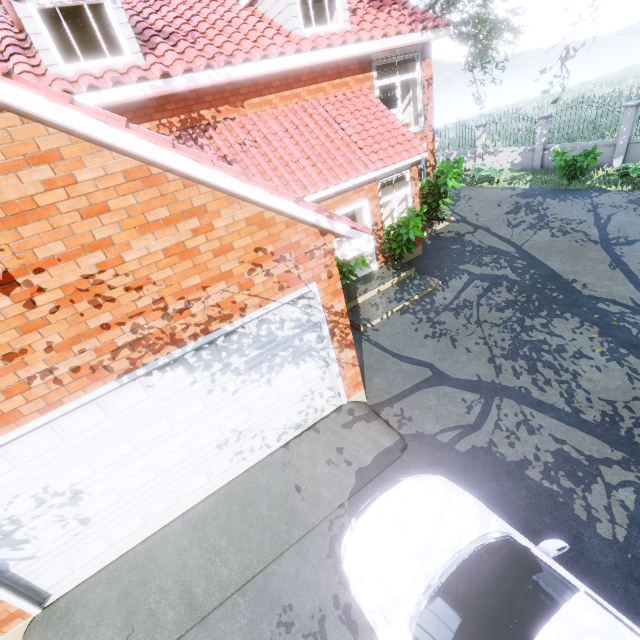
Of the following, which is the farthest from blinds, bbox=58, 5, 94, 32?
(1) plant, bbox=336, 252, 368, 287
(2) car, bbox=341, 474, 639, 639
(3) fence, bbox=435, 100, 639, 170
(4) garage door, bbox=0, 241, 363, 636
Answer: (3) fence, bbox=435, 100, 639, 170

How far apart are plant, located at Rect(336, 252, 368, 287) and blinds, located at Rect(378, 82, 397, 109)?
8.27m

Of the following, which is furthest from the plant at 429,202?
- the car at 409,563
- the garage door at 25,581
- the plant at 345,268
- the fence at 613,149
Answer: the fence at 613,149

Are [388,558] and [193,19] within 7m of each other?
no

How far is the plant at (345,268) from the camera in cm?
809

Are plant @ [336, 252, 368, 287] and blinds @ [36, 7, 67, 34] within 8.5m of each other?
yes

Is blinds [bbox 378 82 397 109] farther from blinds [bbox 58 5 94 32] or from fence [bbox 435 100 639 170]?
blinds [bbox 58 5 94 32]

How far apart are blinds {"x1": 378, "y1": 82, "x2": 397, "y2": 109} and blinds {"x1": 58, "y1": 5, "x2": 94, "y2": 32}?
9.7m
